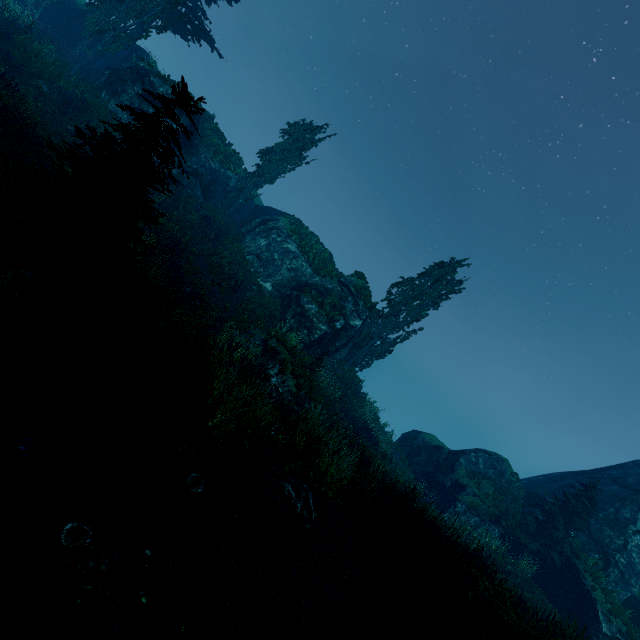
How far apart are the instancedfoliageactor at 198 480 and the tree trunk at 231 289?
13.43m

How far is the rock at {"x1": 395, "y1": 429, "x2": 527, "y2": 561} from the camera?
20.6m

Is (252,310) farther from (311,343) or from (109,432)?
(109,432)

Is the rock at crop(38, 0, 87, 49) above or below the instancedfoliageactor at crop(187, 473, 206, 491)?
above

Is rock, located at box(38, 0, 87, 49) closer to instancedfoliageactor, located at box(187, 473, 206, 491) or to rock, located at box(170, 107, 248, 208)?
rock, located at box(170, 107, 248, 208)

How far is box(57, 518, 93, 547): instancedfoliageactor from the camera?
3.9m

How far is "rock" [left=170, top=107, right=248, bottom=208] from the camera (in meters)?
22.81

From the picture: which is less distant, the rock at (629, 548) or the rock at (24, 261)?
the rock at (24, 261)
